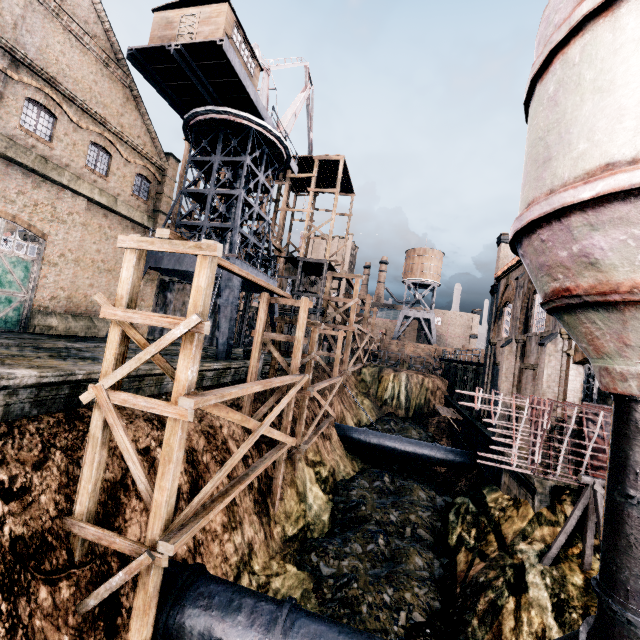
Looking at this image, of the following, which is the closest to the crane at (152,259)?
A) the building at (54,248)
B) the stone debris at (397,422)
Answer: the building at (54,248)

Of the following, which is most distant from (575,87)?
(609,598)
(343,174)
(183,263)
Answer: (343,174)

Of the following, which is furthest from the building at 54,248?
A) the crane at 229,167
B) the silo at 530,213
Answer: the crane at 229,167

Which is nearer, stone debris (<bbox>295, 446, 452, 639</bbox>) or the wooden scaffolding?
the wooden scaffolding

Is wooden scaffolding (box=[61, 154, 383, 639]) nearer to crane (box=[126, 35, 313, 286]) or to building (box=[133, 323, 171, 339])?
crane (box=[126, 35, 313, 286])

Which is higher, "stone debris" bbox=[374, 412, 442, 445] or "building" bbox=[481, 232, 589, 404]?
"building" bbox=[481, 232, 589, 404]

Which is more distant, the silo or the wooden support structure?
the wooden support structure

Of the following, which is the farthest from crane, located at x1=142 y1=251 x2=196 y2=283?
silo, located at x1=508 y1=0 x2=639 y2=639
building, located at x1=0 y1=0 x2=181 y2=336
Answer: silo, located at x1=508 y1=0 x2=639 y2=639
